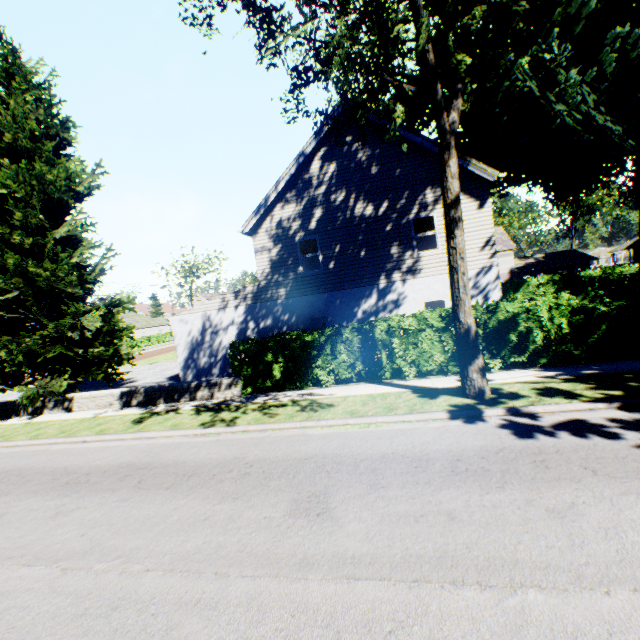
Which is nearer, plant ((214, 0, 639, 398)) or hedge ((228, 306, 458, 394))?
plant ((214, 0, 639, 398))

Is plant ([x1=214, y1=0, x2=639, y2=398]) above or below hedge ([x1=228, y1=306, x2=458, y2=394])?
above

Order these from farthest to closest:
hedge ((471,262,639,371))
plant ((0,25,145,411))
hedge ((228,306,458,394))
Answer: plant ((0,25,145,411)), hedge ((228,306,458,394)), hedge ((471,262,639,371))

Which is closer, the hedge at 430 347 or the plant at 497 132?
the plant at 497 132

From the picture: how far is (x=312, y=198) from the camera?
14.2 meters

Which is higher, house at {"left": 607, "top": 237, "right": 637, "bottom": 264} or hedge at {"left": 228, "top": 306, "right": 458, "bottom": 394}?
house at {"left": 607, "top": 237, "right": 637, "bottom": 264}

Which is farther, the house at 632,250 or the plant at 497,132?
the house at 632,250

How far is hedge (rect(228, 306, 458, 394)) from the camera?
10.5m
